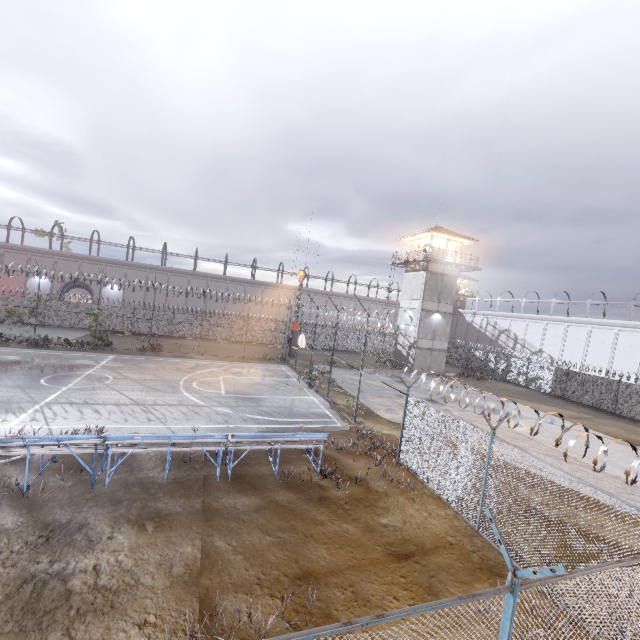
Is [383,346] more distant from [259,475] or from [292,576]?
[292,576]

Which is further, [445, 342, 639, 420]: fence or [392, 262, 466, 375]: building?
[392, 262, 466, 375]: building

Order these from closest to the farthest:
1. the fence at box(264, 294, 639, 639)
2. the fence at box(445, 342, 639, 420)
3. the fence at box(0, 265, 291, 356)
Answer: the fence at box(264, 294, 639, 639), the fence at box(445, 342, 639, 420), the fence at box(0, 265, 291, 356)

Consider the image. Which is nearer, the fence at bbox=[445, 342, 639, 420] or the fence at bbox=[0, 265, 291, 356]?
the fence at bbox=[445, 342, 639, 420]

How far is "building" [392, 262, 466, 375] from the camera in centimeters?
3338cm

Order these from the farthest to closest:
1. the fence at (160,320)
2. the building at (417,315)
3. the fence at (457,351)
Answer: the building at (417,315)
the fence at (160,320)
the fence at (457,351)

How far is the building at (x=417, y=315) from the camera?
33.4m
